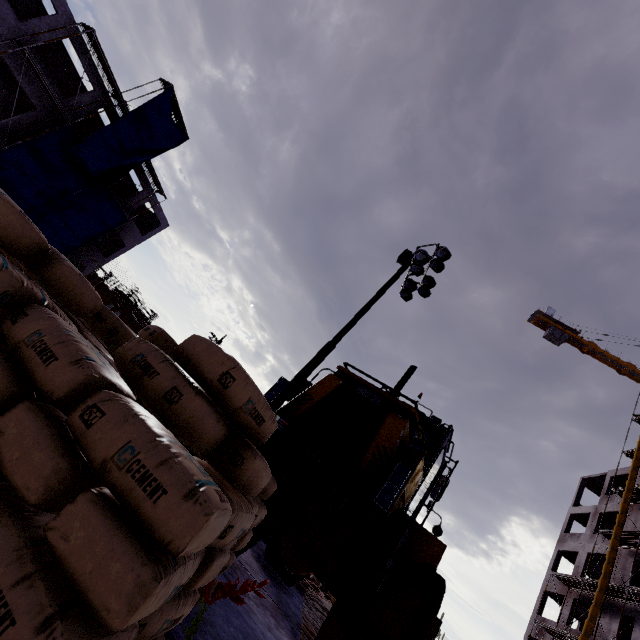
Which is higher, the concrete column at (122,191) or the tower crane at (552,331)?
the tower crane at (552,331)

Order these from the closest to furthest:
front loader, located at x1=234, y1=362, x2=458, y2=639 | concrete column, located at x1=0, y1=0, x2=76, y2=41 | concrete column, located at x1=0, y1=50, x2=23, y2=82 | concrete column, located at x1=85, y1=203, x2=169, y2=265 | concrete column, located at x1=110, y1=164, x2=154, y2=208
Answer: front loader, located at x1=234, y1=362, x2=458, y2=639
concrete column, located at x1=0, y1=0, x2=76, y2=41
concrete column, located at x1=0, y1=50, x2=23, y2=82
concrete column, located at x1=110, y1=164, x2=154, y2=208
concrete column, located at x1=85, y1=203, x2=169, y2=265

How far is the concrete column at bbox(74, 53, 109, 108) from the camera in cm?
2164

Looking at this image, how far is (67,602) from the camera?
0.8m

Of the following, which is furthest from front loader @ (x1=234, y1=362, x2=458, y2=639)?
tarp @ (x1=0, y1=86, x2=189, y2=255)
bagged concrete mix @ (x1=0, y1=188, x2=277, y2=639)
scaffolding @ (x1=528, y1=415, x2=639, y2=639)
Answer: tarp @ (x1=0, y1=86, x2=189, y2=255)

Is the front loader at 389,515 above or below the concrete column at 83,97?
below

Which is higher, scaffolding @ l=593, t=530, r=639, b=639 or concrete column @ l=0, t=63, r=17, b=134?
scaffolding @ l=593, t=530, r=639, b=639
